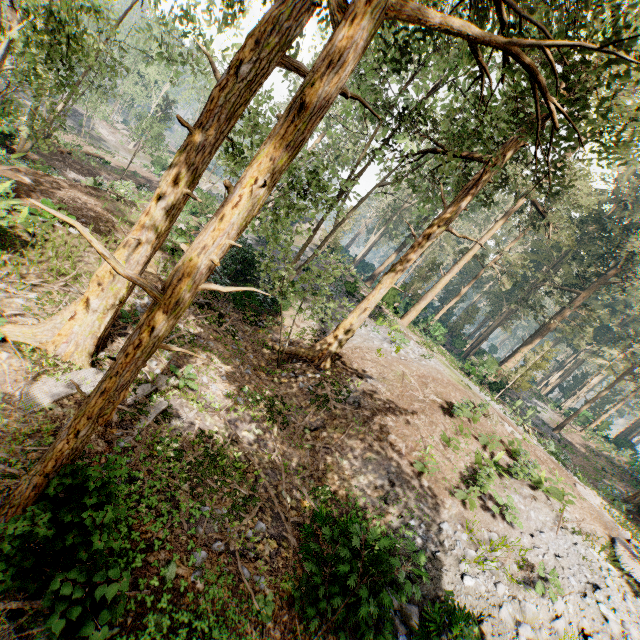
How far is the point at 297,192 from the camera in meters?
14.1

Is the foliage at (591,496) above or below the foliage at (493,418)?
above

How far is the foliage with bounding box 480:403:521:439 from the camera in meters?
15.1 m

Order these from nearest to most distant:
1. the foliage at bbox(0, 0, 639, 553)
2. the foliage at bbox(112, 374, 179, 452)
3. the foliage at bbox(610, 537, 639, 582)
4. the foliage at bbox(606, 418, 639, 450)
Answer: the foliage at bbox(0, 0, 639, 553)
the foliage at bbox(112, 374, 179, 452)
the foliage at bbox(610, 537, 639, 582)
the foliage at bbox(606, 418, 639, 450)

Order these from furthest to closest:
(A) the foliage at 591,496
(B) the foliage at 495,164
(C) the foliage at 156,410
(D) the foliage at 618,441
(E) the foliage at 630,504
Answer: (D) the foliage at 618,441, (E) the foliage at 630,504, (A) the foliage at 591,496, (C) the foliage at 156,410, (B) the foliage at 495,164

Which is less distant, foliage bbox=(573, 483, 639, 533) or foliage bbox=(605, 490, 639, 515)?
foliage bbox=(573, 483, 639, 533)
